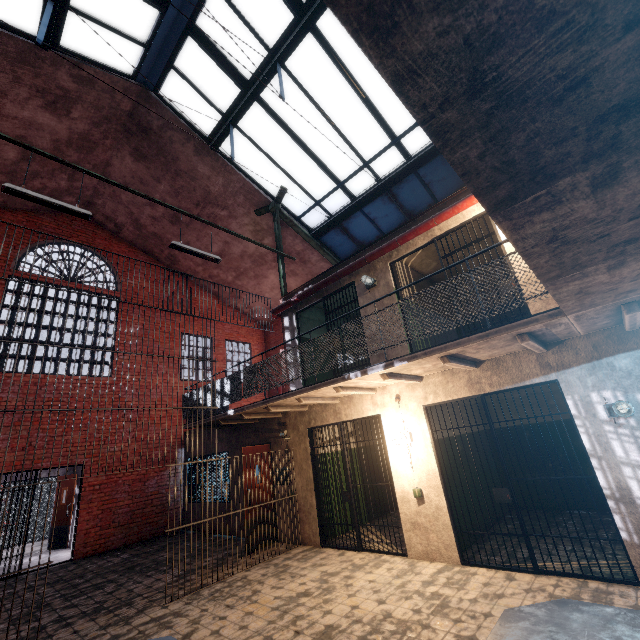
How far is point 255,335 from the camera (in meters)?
15.80

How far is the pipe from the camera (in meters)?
5.69

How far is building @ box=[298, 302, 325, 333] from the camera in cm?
899

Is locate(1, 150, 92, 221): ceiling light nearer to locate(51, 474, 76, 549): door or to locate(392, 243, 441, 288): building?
locate(392, 243, 441, 288): building

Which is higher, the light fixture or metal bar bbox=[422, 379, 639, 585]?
the light fixture

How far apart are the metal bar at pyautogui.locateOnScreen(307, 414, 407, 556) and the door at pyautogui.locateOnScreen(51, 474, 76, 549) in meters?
9.1

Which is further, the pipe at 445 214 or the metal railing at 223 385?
the pipe at 445 214

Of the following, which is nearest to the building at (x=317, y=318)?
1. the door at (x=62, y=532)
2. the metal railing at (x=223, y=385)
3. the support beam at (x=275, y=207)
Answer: the support beam at (x=275, y=207)
